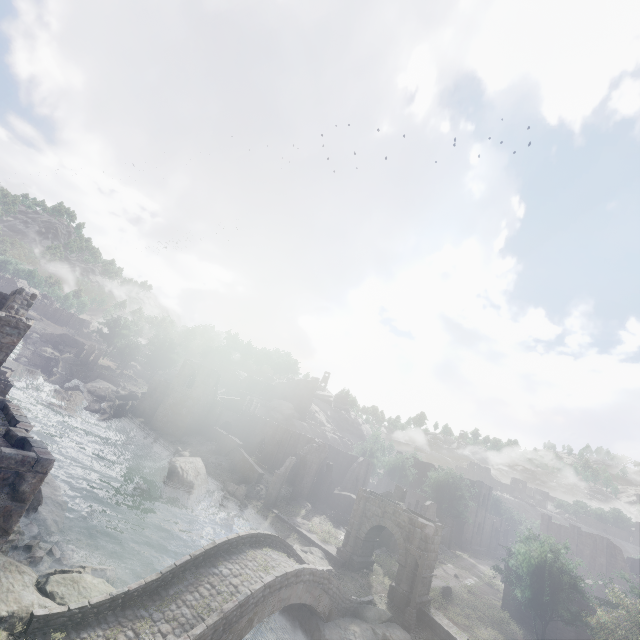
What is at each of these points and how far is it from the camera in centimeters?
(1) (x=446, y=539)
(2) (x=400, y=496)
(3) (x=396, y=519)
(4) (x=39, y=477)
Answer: (1) building, 5662cm
(2) building, 3894cm
(3) stone arch, 2823cm
(4) stone arch, 685cm

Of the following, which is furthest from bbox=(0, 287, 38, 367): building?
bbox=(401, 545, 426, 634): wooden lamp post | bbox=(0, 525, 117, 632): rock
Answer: bbox=(401, 545, 426, 634): wooden lamp post

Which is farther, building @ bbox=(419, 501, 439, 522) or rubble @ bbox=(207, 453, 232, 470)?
building @ bbox=(419, 501, 439, 522)

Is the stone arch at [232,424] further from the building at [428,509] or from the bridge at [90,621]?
the bridge at [90,621]

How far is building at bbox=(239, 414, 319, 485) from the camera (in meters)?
49.78

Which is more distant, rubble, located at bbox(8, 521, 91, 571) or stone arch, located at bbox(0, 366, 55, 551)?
rubble, located at bbox(8, 521, 91, 571)

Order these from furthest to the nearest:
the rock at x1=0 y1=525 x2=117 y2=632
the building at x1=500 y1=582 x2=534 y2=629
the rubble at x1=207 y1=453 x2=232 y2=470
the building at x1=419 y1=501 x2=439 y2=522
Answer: the building at x1=419 y1=501 x2=439 y2=522 < the rubble at x1=207 y1=453 x2=232 y2=470 < the building at x1=500 y1=582 x2=534 y2=629 < the rock at x1=0 y1=525 x2=117 y2=632

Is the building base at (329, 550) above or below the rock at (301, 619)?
above
